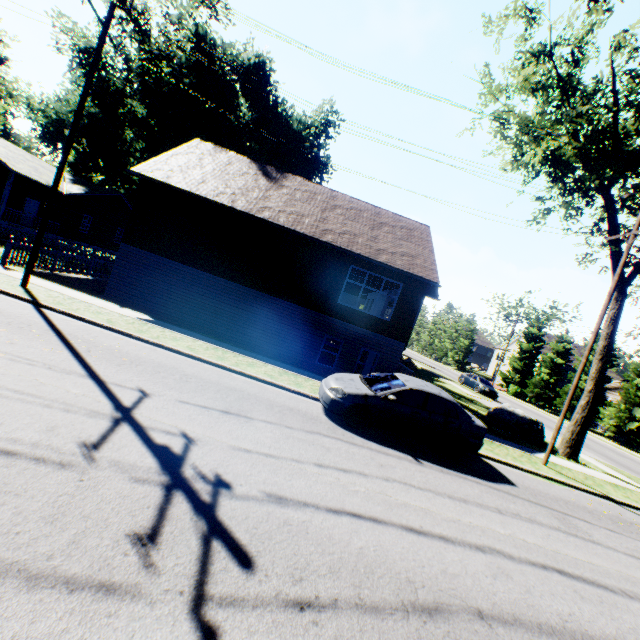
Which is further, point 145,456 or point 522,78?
point 522,78

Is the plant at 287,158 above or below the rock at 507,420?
above

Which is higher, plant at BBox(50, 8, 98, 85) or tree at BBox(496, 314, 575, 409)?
plant at BBox(50, 8, 98, 85)

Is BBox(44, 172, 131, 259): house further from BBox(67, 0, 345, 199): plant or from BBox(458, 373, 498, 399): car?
BBox(458, 373, 498, 399): car

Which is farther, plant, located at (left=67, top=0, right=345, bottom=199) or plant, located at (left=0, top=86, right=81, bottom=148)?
plant, located at (left=0, top=86, right=81, bottom=148)

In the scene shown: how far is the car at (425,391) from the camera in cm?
867

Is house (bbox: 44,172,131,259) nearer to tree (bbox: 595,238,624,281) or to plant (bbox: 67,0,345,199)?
plant (bbox: 67,0,345,199)

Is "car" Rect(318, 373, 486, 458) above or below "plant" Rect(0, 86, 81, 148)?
below
